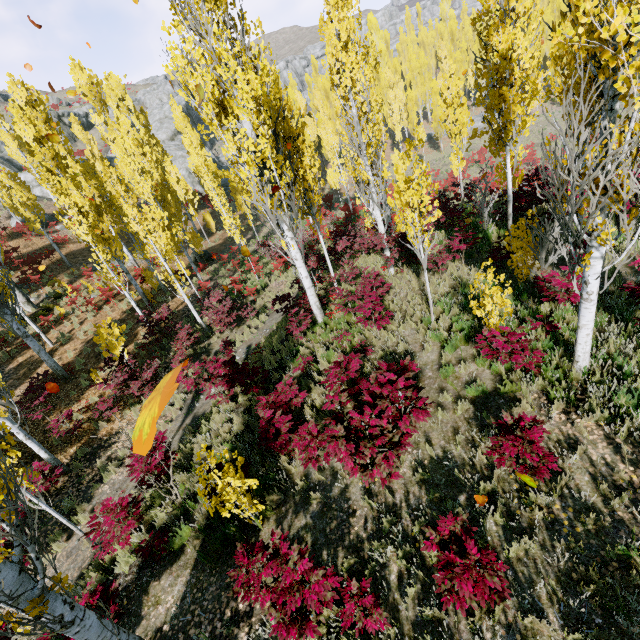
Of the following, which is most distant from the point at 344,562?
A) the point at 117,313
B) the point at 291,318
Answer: the point at 117,313

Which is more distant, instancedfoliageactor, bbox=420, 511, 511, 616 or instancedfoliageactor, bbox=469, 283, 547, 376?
instancedfoliageactor, bbox=469, 283, 547, 376

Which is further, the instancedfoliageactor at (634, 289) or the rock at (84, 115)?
the rock at (84, 115)

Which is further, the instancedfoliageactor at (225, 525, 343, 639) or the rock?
the rock

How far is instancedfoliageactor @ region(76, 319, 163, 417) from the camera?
11.6 meters

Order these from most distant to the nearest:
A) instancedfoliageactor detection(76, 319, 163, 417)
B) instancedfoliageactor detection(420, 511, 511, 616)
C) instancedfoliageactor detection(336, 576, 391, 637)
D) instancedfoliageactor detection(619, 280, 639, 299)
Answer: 1. instancedfoliageactor detection(76, 319, 163, 417)
2. instancedfoliageactor detection(619, 280, 639, 299)
3. instancedfoliageactor detection(336, 576, 391, 637)
4. instancedfoliageactor detection(420, 511, 511, 616)

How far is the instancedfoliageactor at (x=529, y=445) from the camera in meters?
4.1
